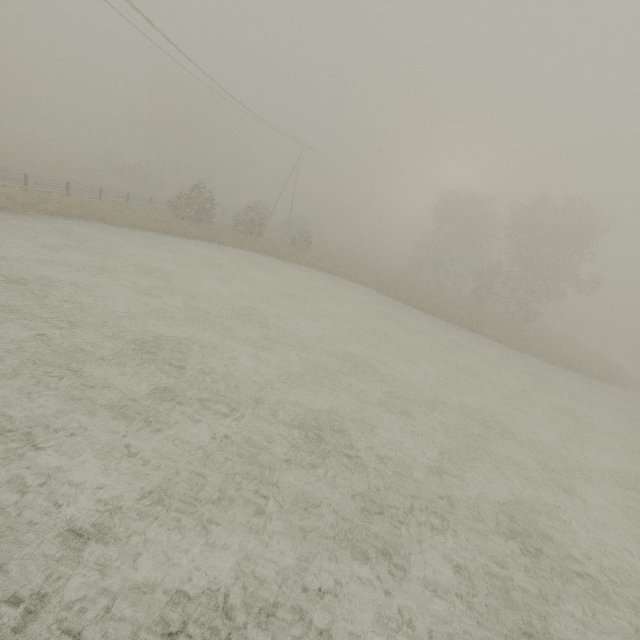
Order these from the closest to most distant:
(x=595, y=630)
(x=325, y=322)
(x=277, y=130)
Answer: (x=595, y=630) → (x=325, y=322) → (x=277, y=130)
